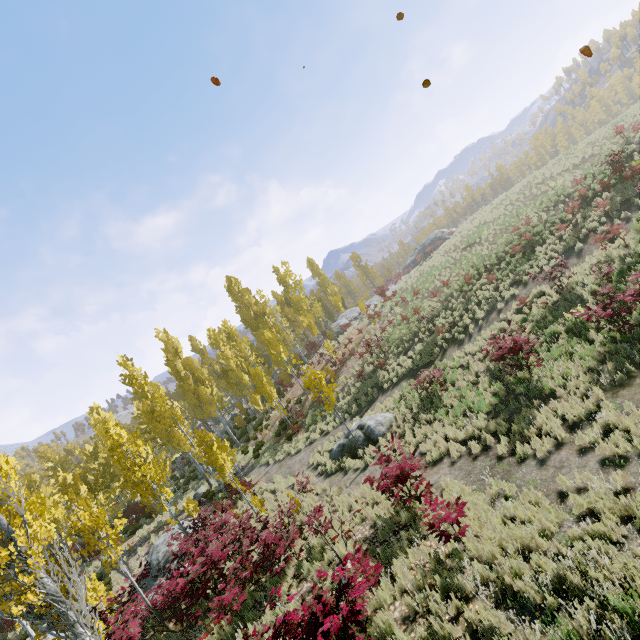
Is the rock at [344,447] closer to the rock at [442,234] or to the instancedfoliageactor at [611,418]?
the instancedfoliageactor at [611,418]

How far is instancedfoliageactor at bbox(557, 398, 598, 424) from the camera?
8.57m

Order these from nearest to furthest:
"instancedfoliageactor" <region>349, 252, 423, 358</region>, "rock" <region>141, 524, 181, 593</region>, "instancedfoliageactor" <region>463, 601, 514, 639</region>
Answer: "instancedfoliageactor" <region>463, 601, 514, 639</region> → "rock" <region>141, 524, 181, 593</region> → "instancedfoliageactor" <region>349, 252, 423, 358</region>

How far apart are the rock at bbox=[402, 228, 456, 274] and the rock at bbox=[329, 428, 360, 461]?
37.93m

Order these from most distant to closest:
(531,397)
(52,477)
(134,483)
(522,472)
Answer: (52,477) → (134,483) → (531,397) → (522,472)

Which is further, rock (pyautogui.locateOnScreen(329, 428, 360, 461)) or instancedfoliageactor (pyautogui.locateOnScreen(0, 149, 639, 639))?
rock (pyautogui.locateOnScreen(329, 428, 360, 461))

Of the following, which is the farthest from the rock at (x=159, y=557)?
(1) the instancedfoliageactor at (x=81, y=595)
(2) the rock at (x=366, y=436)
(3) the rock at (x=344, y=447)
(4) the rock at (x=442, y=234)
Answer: (4) the rock at (x=442, y=234)

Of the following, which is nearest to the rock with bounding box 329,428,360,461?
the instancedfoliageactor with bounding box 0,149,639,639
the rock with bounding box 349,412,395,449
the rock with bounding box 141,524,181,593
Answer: the instancedfoliageactor with bounding box 0,149,639,639
